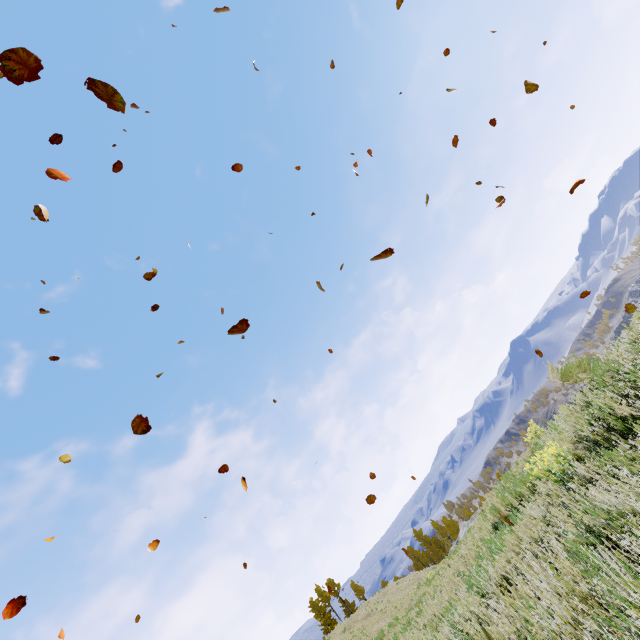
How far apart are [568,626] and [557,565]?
0.7 meters

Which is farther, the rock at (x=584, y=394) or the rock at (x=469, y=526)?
the rock at (x=469, y=526)

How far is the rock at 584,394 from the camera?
5.75m

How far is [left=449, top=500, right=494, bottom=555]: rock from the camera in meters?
11.9 m

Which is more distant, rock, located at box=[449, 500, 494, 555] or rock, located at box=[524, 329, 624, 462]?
rock, located at box=[449, 500, 494, 555]
